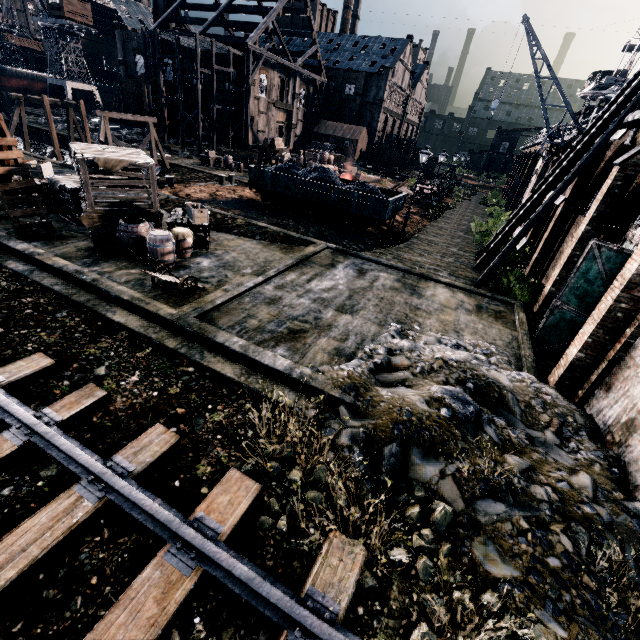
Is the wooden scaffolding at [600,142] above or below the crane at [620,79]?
below

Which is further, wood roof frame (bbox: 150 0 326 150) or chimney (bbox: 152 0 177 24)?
chimney (bbox: 152 0 177 24)

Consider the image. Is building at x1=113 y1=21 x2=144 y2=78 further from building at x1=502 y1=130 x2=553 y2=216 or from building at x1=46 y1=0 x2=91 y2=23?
building at x1=502 y1=130 x2=553 y2=216

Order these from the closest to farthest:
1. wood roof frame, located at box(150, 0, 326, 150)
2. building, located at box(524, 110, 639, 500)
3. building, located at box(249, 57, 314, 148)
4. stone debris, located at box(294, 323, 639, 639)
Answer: stone debris, located at box(294, 323, 639, 639) → building, located at box(524, 110, 639, 500) → wood roof frame, located at box(150, 0, 326, 150) → building, located at box(249, 57, 314, 148)

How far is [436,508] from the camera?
5.96m

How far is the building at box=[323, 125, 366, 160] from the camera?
58.5 meters

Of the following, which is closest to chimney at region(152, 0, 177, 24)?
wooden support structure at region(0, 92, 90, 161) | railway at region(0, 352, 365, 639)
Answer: wooden support structure at region(0, 92, 90, 161)

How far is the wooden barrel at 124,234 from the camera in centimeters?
1196cm
